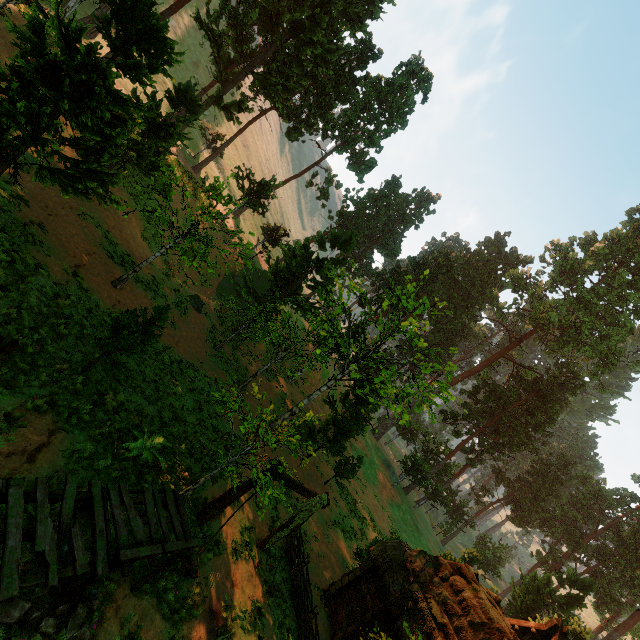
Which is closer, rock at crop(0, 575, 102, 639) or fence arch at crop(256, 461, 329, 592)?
rock at crop(0, 575, 102, 639)

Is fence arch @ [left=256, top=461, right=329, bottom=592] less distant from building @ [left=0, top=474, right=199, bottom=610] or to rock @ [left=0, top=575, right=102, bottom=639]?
building @ [left=0, top=474, right=199, bottom=610]

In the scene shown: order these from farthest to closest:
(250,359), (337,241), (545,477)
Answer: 1. (545,477)
2. (250,359)
3. (337,241)

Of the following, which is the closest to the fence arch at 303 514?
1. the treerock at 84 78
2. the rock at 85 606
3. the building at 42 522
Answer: the building at 42 522

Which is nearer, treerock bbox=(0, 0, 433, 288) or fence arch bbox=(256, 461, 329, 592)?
treerock bbox=(0, 0, 433, 288)

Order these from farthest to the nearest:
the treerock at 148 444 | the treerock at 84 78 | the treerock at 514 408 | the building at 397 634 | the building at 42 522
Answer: the treerock at 514 408 < the building at 397 634 < the treerock at 148 444 < the treerock at 84 78 < the building at 42 522

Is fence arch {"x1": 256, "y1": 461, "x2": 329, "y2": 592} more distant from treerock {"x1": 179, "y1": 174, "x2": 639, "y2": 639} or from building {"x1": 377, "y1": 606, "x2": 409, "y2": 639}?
treerock {"x1": 179, "y1": 174, "x2": 639, "y2": 639}

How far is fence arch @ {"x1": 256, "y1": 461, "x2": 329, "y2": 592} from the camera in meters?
11.9 m
